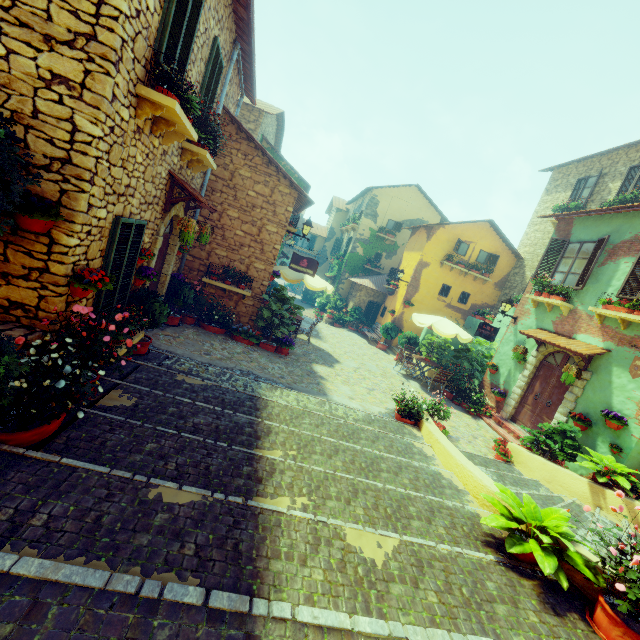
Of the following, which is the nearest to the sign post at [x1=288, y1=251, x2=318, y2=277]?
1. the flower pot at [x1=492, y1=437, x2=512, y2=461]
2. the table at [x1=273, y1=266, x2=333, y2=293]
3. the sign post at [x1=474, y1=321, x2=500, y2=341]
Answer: the table at [x1=273, y1=266, x2=333, y2=293]

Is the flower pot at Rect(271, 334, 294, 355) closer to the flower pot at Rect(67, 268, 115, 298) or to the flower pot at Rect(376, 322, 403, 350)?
the flower pot at Rect(67, 268, 115, 298)

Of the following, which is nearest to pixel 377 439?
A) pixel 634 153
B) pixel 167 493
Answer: pixel 167 493

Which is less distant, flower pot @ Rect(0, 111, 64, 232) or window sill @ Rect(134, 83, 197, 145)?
flower pot @ Rect(0, 111, 64, 232)

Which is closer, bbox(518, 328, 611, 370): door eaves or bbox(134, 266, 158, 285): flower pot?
bbox(134, 266, 158, 285): flower pot

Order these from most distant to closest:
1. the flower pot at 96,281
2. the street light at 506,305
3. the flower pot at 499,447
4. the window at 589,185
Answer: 1. the window at 589,185
2. the street light at 506,305
3. the flower pot at 499,447
4. the flower pot at 96,281

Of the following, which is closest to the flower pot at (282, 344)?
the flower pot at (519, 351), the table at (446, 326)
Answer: the table at (446, 326)

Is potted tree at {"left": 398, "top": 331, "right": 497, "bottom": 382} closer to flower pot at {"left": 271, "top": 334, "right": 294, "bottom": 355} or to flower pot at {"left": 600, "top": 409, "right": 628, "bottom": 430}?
flower pot at {"left": 600, "top": 409, "right": 628, "bottom": 430}
